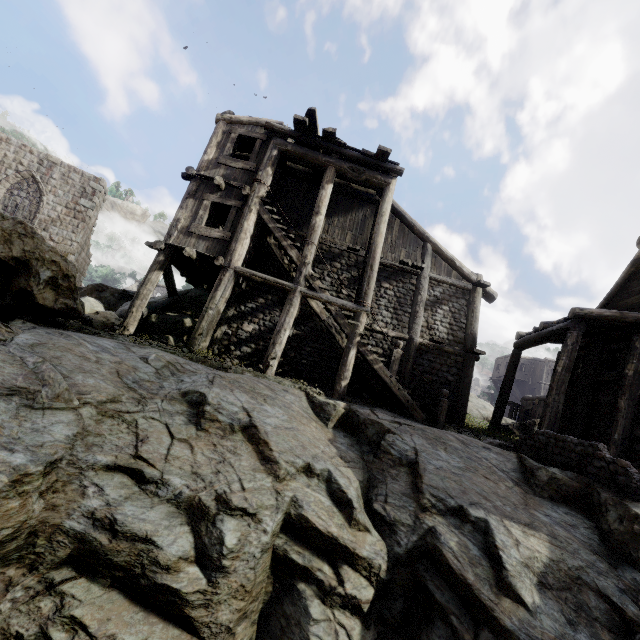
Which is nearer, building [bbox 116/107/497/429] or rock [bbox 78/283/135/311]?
building [bbox 116/107/497/429]

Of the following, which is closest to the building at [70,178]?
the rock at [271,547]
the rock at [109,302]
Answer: the rock at [271,547]

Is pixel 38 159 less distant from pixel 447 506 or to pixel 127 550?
pixel 127 550

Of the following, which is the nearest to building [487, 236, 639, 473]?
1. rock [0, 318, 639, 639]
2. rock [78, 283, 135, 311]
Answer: rock [0, 318, 639, 639]

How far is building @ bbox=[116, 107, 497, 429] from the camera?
10.55m

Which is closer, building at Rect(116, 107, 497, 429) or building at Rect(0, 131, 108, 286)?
building at Rect(116, 107, 497, 429)

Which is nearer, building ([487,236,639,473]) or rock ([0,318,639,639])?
rock ([0,318,639,639])
